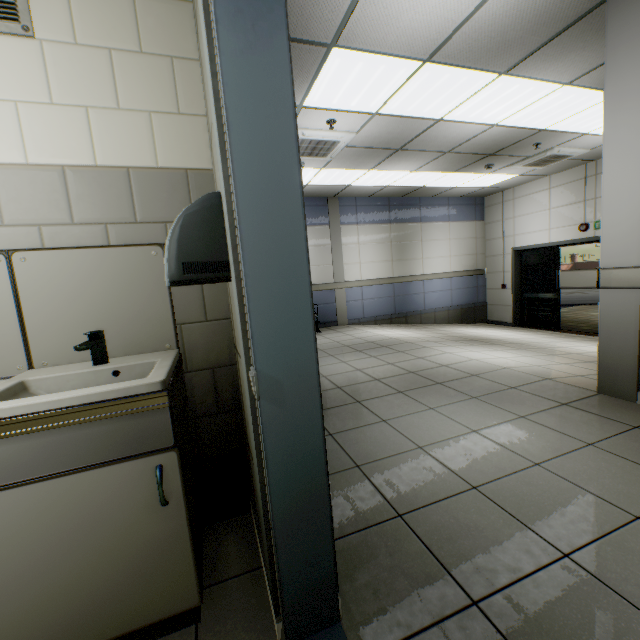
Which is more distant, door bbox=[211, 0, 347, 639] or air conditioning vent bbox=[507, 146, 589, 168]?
air conditioning vent bbox=[507, 146, 589, 168]

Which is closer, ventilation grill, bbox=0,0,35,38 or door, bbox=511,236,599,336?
ventilation grill, bbox=0,0,35,38

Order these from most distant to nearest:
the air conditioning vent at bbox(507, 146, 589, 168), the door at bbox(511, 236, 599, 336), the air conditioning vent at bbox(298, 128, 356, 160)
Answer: the door at bbox(511, 236, 599, 336)
the air conditioning vent at bbox(507, 146, 589, 168)
the air conditioning vent at bbox(298, 128, 356, 160)

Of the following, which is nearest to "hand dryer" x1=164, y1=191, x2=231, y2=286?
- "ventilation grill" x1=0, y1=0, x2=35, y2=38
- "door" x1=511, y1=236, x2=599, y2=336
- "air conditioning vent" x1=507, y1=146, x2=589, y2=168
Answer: "ventilation grill" x1=0, y1=0, x2=35, y2=38

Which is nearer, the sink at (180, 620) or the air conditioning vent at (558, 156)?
the sink at (180, 620)

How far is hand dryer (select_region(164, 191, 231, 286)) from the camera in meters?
1.0 m

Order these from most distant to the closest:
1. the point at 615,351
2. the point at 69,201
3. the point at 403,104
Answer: the point at 403,104 → the point at 615,351 → the point at 69,201

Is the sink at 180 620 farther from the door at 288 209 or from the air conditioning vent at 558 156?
the air conditioning vent at 558 156
